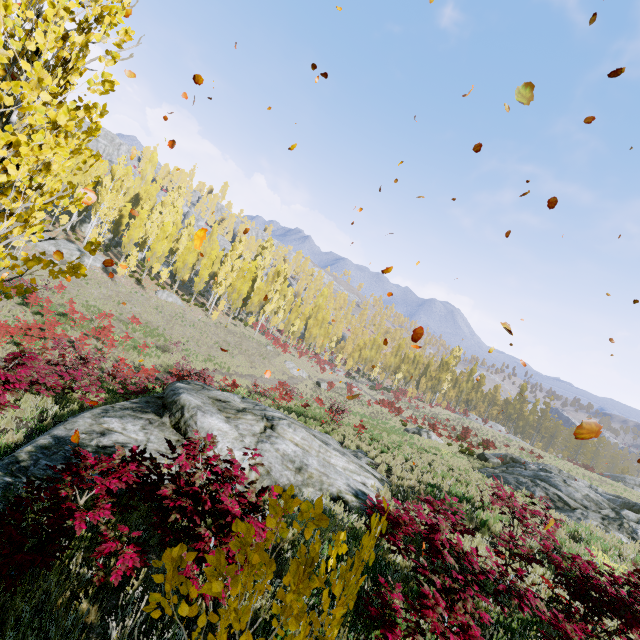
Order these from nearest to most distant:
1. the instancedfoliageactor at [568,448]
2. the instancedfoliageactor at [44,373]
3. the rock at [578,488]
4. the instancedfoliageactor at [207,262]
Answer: the instancedfoliageactor at [44,373]
the rock at [578,488]
the instancedfoliageactor at [207,262]
the instancedfoliageactor at [568,448]

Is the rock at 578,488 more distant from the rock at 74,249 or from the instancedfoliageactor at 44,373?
the rock at 74,249

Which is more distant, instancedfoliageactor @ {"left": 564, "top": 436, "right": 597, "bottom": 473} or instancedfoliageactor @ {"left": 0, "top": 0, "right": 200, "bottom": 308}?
instancedfoliageactor @ {"left": 564, "top": 436, "right": 597, "bottom": 473}

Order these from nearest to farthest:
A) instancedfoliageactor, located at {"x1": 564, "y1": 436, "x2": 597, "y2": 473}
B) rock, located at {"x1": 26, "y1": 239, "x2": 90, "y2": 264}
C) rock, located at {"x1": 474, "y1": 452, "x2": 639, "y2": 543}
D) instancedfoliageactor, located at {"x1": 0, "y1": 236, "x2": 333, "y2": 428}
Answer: instancedfoliageactor, located at {"x1": 0, "y1": 236, "x2": 333, "y2": 428}, rock, located at {"x1": 474, "y1": 452, "x2": 639, "y2": 543}, rock, located at {"x1": 26, "y1": 239, "x2": 90, "y2": 264}, instancedfoliageactor, located at {"x1": 564, "y1": 436, "x2": 597, "y2": 473}

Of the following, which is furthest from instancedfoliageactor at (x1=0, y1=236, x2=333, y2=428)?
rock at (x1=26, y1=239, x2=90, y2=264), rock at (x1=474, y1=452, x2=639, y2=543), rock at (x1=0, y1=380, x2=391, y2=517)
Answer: rock at (x1=474, y1=452, x2=639, y2=543)

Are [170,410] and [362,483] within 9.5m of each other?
yes

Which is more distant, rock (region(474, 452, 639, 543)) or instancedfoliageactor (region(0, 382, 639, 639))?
rock (region(474, 452, 639, 543))

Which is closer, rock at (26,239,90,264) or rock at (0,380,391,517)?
rock at (0,380,391,517)
